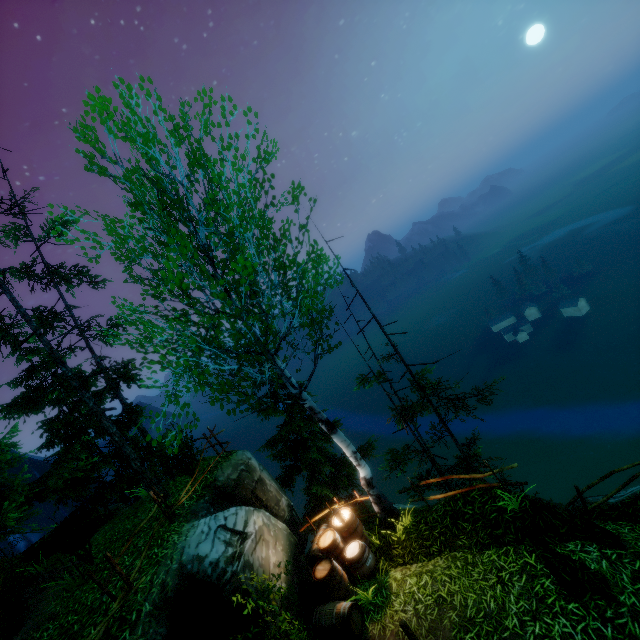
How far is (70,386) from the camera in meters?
11.2
